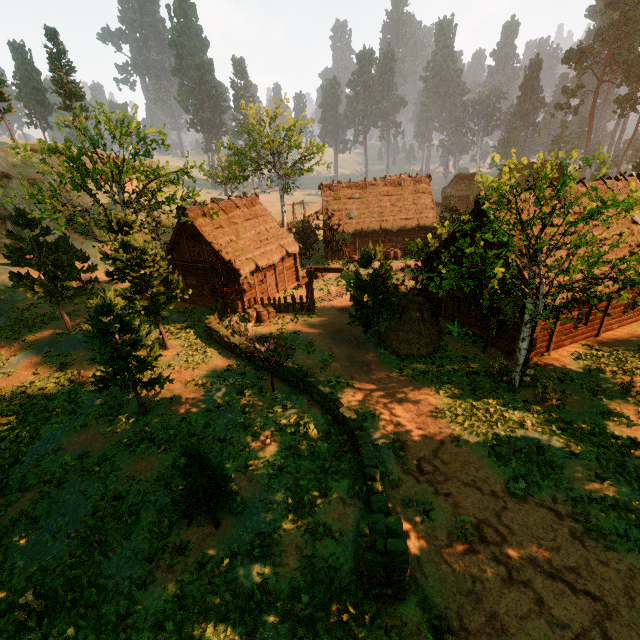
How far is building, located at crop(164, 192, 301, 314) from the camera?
23.8 meters

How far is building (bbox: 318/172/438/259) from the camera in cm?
3494

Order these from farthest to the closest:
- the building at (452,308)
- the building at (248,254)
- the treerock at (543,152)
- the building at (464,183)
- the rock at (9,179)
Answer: the rock at (9,179) → the building at (248,254) → the building at (452,308) → the building at (464,183) → the treerock at (543,152)

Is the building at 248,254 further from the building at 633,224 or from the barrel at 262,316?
the building at 633,224

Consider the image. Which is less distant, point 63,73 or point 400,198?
point 400,198

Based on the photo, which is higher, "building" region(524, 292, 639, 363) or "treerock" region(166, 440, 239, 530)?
"treerock" region(166, 440, 239, 530)

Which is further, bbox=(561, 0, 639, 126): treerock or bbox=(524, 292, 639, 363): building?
bbox=(561, 0, 639, 126): treerock
